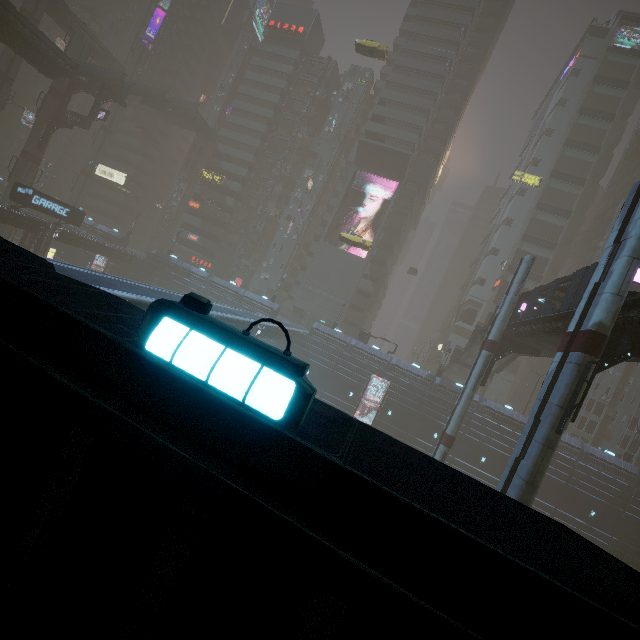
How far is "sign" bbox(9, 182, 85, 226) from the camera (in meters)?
32.84

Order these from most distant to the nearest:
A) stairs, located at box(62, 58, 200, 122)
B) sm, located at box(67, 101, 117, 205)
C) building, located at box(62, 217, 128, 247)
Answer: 1. sm, located at box(67, 101, 117, 205)
2. building, located at box(62, 217, 128, 247)
3. stairs, located at box(62, 58, 200, 122)

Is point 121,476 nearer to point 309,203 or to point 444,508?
point 444,508

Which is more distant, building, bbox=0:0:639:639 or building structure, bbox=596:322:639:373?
building structure, bbox=596:322:639:373

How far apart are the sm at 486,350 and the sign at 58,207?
47.3 meters

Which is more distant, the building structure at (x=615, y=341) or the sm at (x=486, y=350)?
the sm at (x=486, y=350)

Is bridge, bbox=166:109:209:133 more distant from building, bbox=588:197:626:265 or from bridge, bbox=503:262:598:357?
bridge, bbox=503:262:598:357

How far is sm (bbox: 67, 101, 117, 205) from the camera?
59.12m
